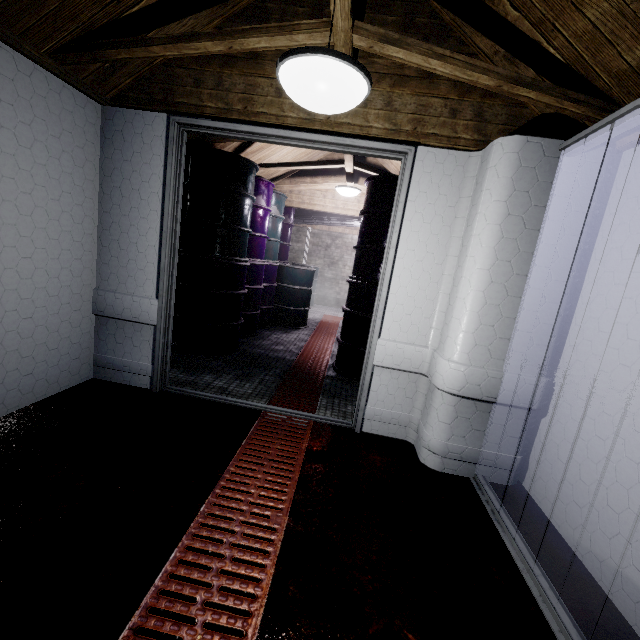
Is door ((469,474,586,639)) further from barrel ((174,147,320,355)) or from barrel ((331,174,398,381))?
barrel ((174,147,320,355))

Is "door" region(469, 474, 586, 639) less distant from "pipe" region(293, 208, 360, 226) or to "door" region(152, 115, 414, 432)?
"door" region(152, 115, 414, 432)

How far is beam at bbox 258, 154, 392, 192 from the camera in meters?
3.7 m

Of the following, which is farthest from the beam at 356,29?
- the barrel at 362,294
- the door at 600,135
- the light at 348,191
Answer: the light at 348,191

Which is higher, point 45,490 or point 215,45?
point 215,45

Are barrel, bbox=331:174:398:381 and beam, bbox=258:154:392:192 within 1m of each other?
yes

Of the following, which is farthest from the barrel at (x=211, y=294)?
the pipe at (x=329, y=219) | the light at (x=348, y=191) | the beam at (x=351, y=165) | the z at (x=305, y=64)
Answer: the pipe at (x=329, y=219)

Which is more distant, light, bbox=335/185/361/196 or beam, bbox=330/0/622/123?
light, bbox=335/185/361/196
